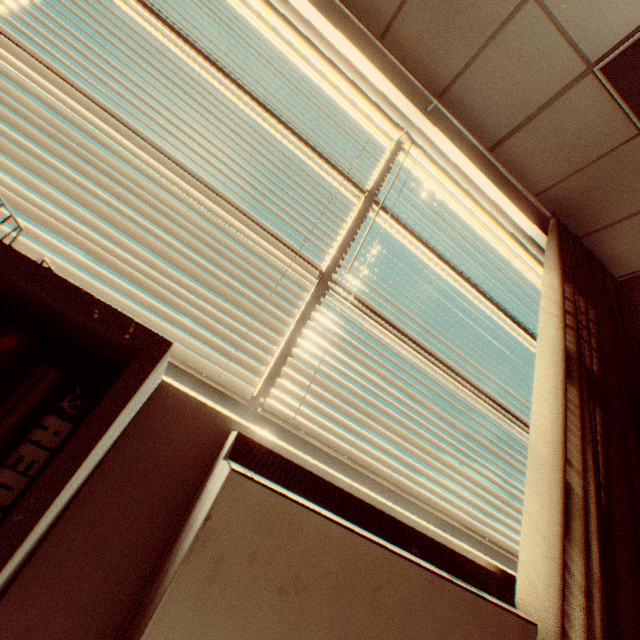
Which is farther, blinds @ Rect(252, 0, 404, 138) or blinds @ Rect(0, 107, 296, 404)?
blinds @ Rect(252, 0, 404, 138)

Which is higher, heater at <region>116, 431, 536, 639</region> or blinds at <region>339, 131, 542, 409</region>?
blinds at <region>339, 131, 542, 409</region>

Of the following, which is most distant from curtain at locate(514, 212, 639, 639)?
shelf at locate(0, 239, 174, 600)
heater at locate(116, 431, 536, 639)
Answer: shelf at locate(0, 239, 174, 600)

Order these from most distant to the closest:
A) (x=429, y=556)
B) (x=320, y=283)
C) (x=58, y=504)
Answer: (x=320, y=283)
(x=429, y=556)
(x=58, y=504)

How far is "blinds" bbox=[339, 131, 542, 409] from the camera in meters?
1.7

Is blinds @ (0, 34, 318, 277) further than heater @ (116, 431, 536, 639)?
Yes

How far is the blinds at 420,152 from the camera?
1.71m

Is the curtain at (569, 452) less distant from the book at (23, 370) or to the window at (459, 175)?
the window at (459, 175)
